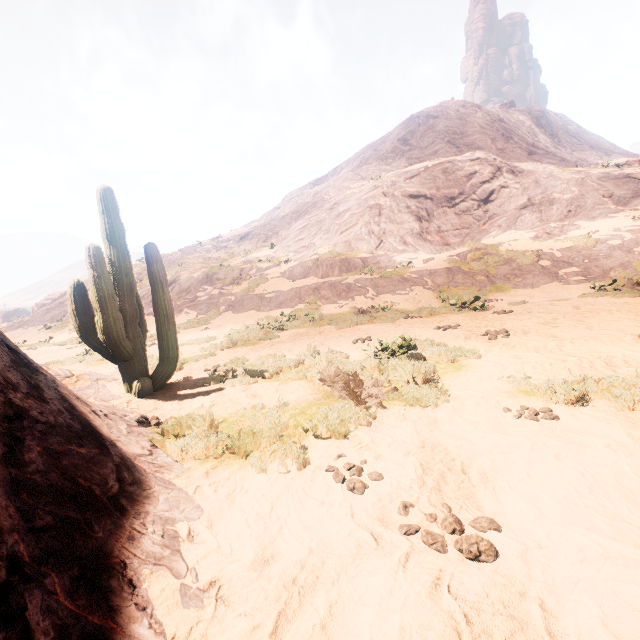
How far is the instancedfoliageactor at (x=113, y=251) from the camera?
5.55m

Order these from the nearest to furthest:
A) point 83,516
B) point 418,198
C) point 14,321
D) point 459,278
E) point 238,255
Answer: point 83,516
point 459,278
point 418,198
point 14,321
point 238,255

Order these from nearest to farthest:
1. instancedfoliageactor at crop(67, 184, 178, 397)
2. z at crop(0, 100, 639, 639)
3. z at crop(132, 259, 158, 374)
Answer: z at crop(0, 100, 639, 639) → instancedfoliageactor at crop(67, 184, 178, 397) → z at crop(132, 259, 158, 374)

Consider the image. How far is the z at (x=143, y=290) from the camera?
10.1 meters

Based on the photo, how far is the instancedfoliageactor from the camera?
5.55m

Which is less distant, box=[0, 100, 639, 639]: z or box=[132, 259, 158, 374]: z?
box=[0, 100, 639, 639]: z

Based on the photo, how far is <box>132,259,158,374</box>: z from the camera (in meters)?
10.14

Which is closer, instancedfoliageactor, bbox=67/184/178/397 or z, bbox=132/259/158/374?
instancedfoliageactor, bbox=67/184/178/397
